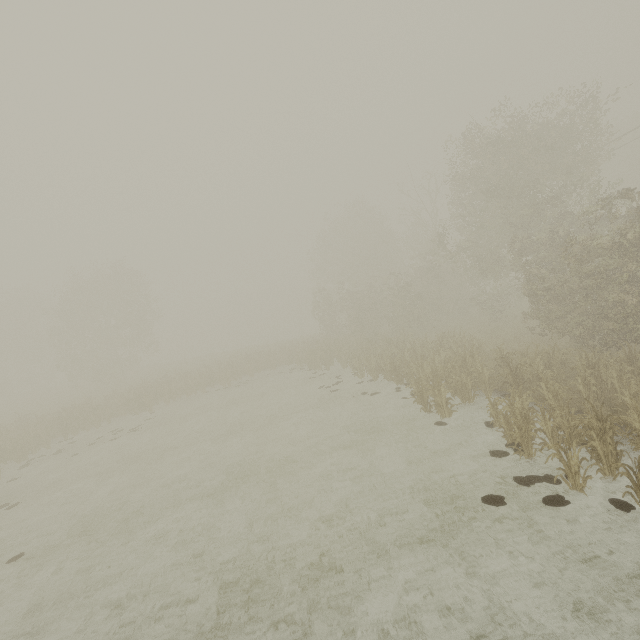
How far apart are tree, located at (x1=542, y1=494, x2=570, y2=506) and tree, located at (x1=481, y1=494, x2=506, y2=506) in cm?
81

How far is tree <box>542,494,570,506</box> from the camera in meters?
7.0

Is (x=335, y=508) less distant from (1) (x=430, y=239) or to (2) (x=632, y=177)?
(1) (x=430, y=239)

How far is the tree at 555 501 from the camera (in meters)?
7.03

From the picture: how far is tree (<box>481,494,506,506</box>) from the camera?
7.4 meters

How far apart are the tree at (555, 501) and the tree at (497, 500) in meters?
0.8 m
